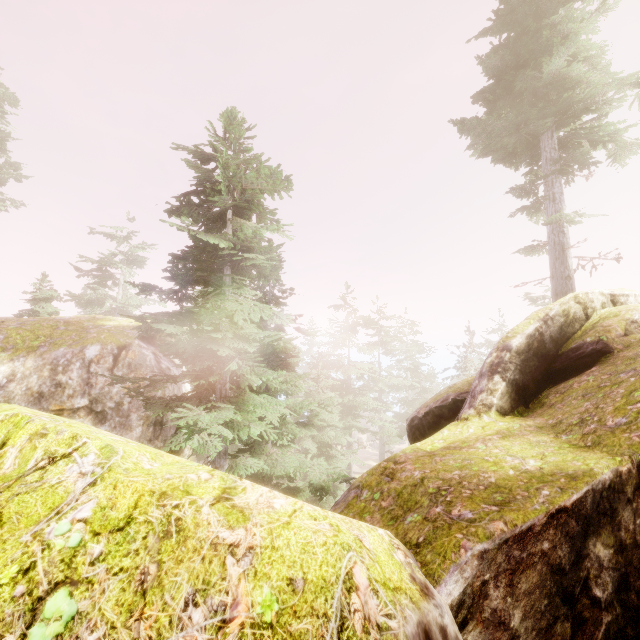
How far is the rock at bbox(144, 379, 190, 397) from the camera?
13.8 meters

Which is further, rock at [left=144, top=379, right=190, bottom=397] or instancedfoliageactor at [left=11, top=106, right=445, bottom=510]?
rock at [left=144, top=379, right=190, bottom=397]

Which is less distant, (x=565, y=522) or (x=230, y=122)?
(x=565, y=522)

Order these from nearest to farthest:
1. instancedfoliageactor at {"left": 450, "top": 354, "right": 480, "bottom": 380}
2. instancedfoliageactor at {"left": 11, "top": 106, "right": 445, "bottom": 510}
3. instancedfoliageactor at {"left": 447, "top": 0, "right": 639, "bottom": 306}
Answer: instancedfoliageactor at {"left": 11, "top": 106, "right": 445, "bottom": 510}, instancedfoliageactor at {"left": 447, "top": 0, "right": 639, "bottom": 306}, instancedfoliageactor at {"left": 450, "top": 354, "right": 480, "bottom": 380}

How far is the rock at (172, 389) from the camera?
13.78m

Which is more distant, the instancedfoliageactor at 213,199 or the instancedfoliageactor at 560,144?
the instancedfoliageactor at 560,144

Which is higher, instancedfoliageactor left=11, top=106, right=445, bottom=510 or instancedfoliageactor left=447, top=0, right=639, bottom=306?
instancedfoliageactor left=447, top=0, right=639, bottom=306
